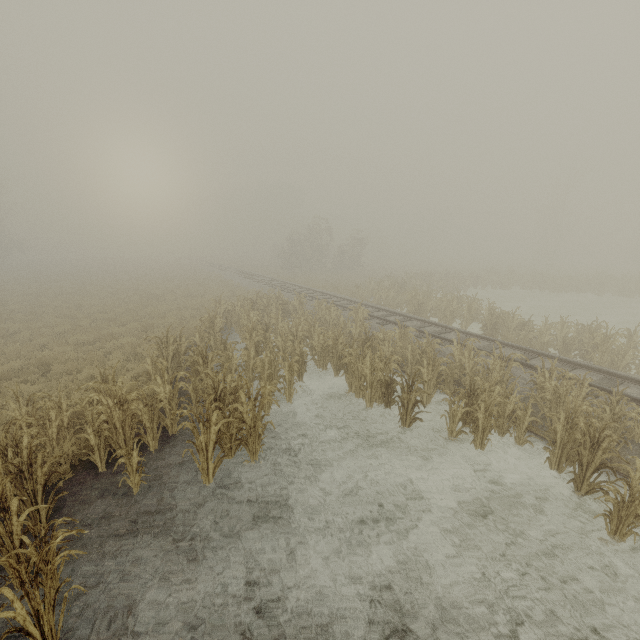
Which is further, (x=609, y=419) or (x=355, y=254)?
(x=355, y=254)
